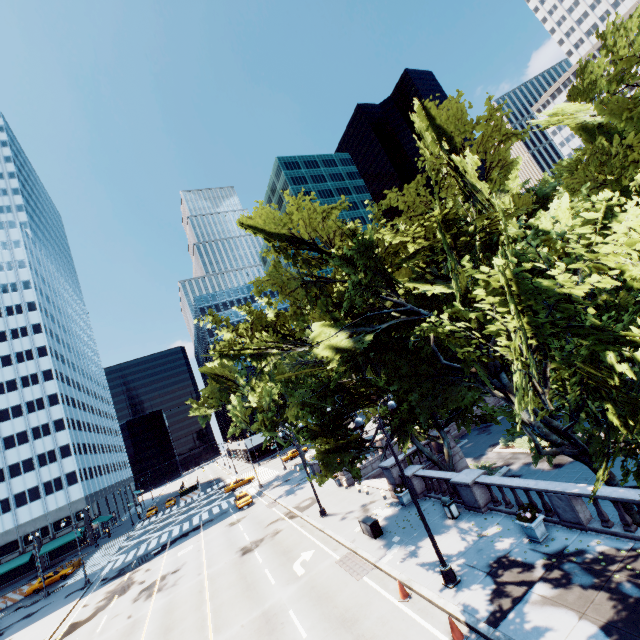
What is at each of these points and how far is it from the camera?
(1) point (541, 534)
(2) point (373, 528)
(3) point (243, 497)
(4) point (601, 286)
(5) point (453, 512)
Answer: (1) planter, 12.85m
(2) container, 18.69m
(3) vehicle, 40.09m
(4) tree, 5.53m
(5) garbage can, 17.11m

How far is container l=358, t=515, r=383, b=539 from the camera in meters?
18.6 m

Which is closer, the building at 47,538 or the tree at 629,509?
the tree at 629,509

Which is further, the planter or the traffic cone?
the planter

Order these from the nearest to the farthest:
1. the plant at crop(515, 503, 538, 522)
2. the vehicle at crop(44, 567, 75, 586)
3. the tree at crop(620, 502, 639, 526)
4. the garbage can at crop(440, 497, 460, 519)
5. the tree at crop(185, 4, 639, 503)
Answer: the tree at crop(185, 4, 639, 503)
the tree at crop(620, 502, 639, 526)
the plant at crop(515, 503, 538, 522)
the garbage can at crop(440, 497, 460, 519)
the vehicle at crop(44, 567, 75, 586)

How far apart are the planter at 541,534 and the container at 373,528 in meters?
8.0

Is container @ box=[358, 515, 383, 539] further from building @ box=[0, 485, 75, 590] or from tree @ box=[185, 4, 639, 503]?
building @ box=[0, 485, 75, 590]

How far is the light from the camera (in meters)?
12.66
